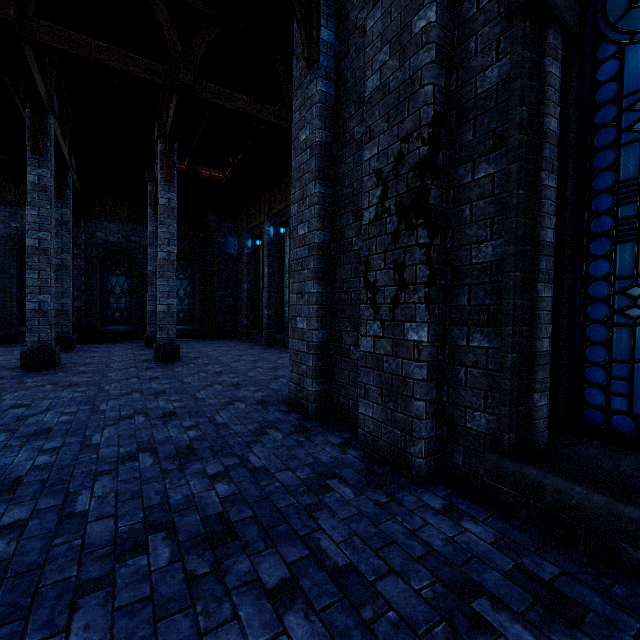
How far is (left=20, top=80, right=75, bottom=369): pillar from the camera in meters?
8.2

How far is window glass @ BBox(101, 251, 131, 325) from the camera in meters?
15.8 m

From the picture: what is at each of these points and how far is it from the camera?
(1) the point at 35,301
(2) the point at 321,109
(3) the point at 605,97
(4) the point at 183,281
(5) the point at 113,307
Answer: (1) pillar, 8.30m
(2) building, 4.74m
(3) window glass, 2.46m
(4) window glass, 17.67m
(5) window glass, 16.02m

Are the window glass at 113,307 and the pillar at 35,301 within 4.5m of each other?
no

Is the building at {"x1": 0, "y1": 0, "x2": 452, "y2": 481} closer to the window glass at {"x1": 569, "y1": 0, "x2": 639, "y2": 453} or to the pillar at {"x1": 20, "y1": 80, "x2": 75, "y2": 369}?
the pillar at {"x1": 20, "y1": 80, "x2": 75, "y2": 369}

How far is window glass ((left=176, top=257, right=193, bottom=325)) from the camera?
17.5m

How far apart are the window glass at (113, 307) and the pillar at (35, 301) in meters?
7.2

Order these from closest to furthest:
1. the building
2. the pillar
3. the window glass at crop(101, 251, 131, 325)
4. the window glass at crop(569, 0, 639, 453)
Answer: the window glass at crop(569, 0, 639, 453) → the building → the pillar → the window glass at crop(101, 251, 131, 325)
